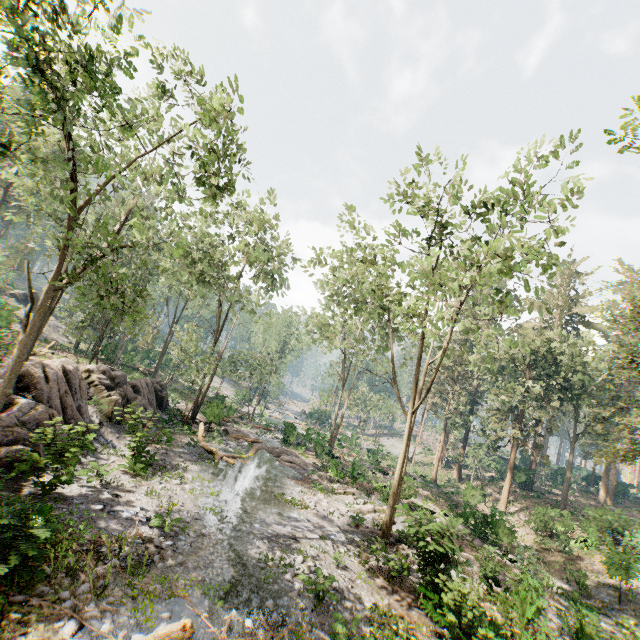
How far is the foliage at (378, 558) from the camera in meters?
12.7 m

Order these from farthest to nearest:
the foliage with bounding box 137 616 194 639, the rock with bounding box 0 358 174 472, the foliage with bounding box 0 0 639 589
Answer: the rock with bounding box 0 358 174 472
the foliage with bounding box 0 0 639 589
the foliage with bounding box 137 616 194 639

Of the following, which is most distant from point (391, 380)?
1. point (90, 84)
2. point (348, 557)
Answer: point (90, 84)

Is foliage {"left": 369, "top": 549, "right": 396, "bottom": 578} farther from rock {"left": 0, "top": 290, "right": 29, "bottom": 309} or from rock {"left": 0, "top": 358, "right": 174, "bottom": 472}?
rock {"left": 0, "top": 358, "right": 174, "bottom": 472}

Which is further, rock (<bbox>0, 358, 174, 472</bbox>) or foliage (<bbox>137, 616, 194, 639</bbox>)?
rock (<bbox>0, 358, 174, 472</bbox>)

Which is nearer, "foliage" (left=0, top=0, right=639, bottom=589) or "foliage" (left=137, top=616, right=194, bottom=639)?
"foliage" (left=137, top=616, right=194, bottom=639)

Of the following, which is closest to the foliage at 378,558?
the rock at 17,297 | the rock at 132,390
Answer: the rock at 17,297

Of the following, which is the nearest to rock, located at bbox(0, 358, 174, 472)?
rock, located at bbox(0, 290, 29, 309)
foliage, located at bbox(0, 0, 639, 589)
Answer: foliage, located at bbox(0, 0, 639, 589)
